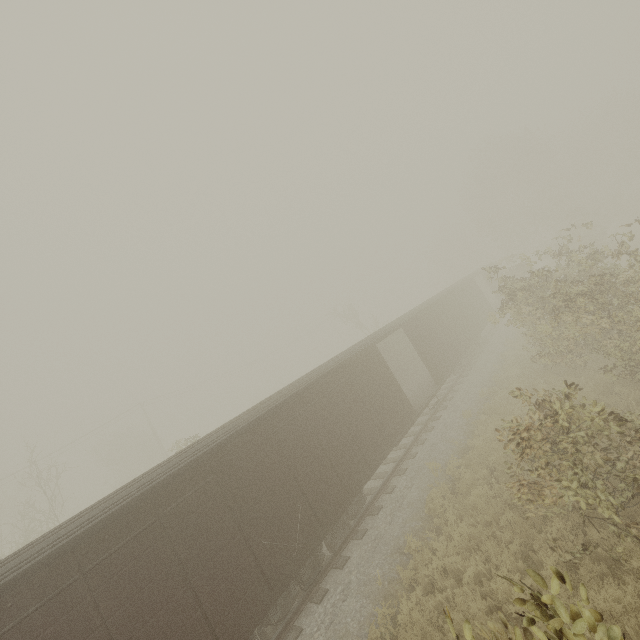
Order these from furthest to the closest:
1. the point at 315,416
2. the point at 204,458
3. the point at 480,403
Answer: the point at 480,403 → the point at 315,416 → the point at 204,458
